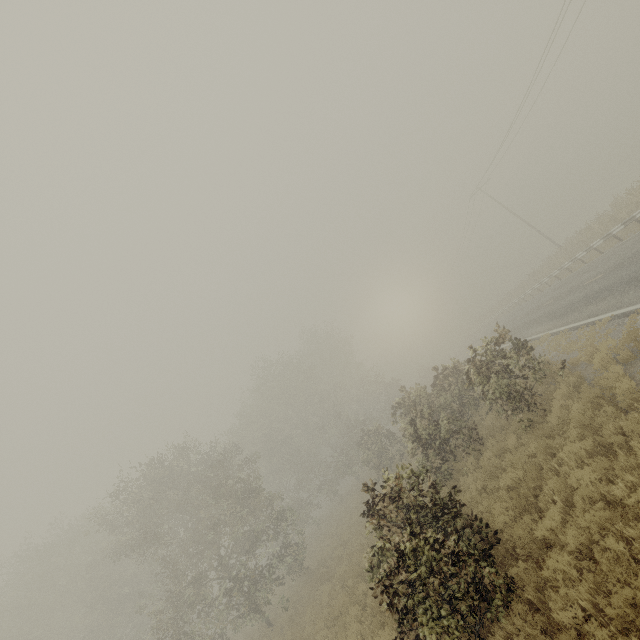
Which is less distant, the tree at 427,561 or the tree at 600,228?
the tree at 427,561

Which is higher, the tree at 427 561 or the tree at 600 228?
the tree at 427 561

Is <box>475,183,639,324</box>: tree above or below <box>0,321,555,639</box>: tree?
below

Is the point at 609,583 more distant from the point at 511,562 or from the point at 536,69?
the point at 536,69

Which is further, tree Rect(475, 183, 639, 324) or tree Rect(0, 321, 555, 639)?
tree Rect(475, 183, 639, 324)
